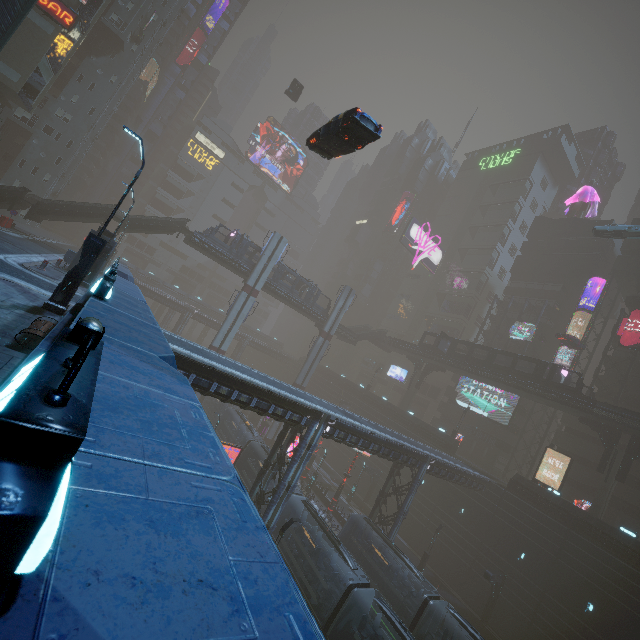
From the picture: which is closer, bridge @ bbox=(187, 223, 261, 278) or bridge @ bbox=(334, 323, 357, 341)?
bridge @ bbox=(187, 223, 261, 278)

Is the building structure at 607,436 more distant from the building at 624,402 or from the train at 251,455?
the train at 251,455

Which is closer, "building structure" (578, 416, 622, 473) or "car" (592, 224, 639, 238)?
"building structure" (578, 416, 622, 473)

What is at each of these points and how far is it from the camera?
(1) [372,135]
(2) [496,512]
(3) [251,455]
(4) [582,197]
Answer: (1) car, 14.5m
(2) building, 34.5m
(3) train, 30.5m
(4) mannequin, 56.2m

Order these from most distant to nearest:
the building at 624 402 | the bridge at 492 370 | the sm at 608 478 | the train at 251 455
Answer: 1. the building at 624 402
2. the bridge at 492 370
3. the sm at 608 478
4. the train at 251 455

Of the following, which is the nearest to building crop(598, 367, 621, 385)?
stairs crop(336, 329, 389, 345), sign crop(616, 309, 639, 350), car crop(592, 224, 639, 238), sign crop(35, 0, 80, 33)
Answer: sign crop(35, 0, 80, 33)

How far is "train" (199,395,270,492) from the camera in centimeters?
2991cm

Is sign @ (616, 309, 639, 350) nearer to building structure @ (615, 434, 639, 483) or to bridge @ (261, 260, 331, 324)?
building structure @ (615, 434, 639, 483)
